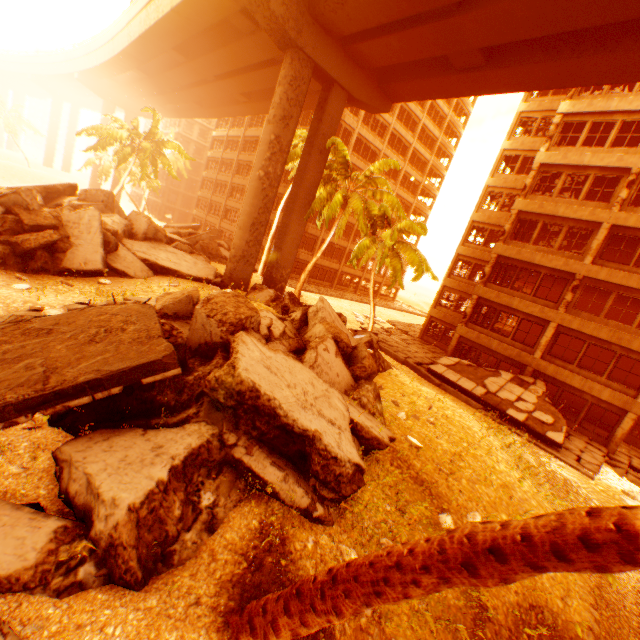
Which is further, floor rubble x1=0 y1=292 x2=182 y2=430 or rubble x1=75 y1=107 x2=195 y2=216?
rubble x1=75 y1=107 x2=195 y2=216

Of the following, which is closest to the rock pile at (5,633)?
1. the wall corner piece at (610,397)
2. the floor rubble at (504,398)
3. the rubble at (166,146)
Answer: the rubble at (166,146)

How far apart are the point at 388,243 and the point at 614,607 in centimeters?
1435cm

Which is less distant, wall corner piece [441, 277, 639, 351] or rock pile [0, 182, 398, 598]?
rock pile [0, 182, 398, 598]

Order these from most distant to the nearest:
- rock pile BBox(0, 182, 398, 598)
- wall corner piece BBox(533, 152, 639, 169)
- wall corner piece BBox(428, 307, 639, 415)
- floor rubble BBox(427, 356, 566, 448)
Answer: wall corner piece BBox(533, 152, 639, 169) → wall corner piece BBox(428, 307, 639, 415) → floor rubble BBox(427, 356, 566, 448) → rock pile BBox(0, 182, 398, 598)

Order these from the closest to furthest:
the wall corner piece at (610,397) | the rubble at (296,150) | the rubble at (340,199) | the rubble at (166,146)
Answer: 1. the wall corner piece at (610,397)
2. the rubble at (340,199)
3. the rubble at (296,150)
4. the rubble at (166,146)

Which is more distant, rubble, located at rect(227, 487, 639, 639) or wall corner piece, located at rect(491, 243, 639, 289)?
wall corner piece, located at rect(491, 243, 639, 289)

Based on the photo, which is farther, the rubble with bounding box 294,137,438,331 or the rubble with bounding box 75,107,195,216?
the rubble with bounding box 75,107,195,216
